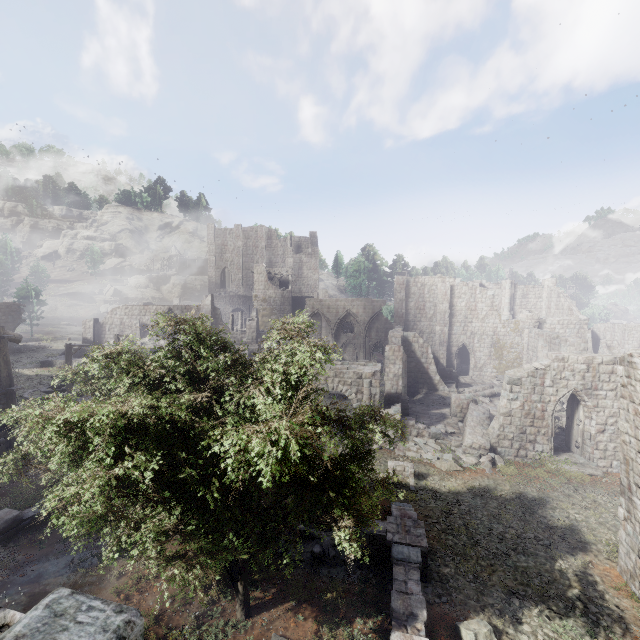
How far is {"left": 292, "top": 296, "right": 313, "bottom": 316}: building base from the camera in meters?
57.1 m

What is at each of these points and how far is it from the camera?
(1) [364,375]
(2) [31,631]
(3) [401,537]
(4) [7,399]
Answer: (1) stone arch, 20.9 meters
(2) building, 1.7 meters
(3) building, 10.6 meters
(4) building, 17.6 meters

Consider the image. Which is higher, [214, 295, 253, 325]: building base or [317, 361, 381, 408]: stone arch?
[214, 295, 253, 325]: building base

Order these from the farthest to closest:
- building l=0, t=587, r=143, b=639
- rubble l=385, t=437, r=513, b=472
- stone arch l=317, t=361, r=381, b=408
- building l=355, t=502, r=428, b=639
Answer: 1. stone arch l=317, t=361, r=381, b=408
2. rubble l=385, t=437, r=513, b=472
3. building l=355, t=502, r=428, b=639
4. building l=0, t=587, r=143, b=639

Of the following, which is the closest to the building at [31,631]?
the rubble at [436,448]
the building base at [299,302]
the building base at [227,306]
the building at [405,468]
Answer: the rubble at [436,448]

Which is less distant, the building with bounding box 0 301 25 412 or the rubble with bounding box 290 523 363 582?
the rubble with bounding box 290 523 363 582

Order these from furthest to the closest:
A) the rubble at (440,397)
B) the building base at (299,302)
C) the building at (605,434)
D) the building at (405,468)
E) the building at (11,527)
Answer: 1. the building base at (299,302)
2. the rubble at (440,397)
3. the building at (405,468)
4. the building at (11,527)
5. the building at (605,434)

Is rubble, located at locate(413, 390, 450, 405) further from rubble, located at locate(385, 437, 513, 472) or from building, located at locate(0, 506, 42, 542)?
rubble, located at locate(385, 437, 513, 472)
